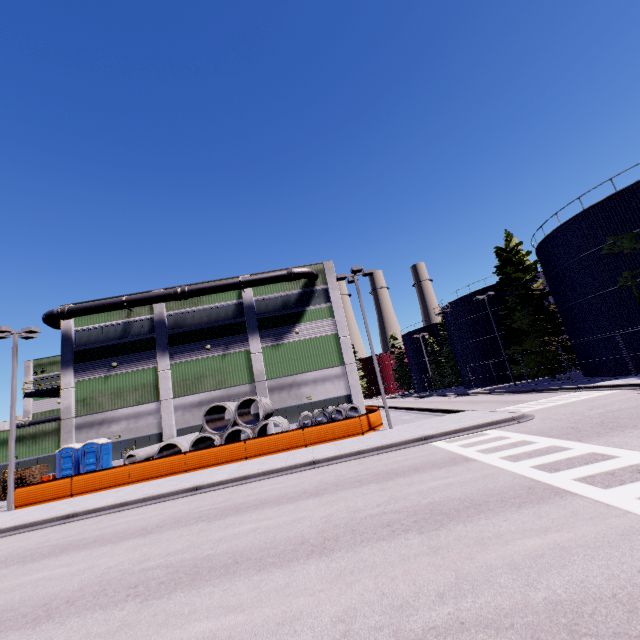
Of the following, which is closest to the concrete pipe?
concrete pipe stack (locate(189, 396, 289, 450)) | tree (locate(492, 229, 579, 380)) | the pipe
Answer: concrete pipe stack (locate(189, 396, 289, 450))

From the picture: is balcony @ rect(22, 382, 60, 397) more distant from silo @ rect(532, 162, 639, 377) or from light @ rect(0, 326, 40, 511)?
silo @ rect(532, 162, 639, 377)

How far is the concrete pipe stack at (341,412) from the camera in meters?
21.7

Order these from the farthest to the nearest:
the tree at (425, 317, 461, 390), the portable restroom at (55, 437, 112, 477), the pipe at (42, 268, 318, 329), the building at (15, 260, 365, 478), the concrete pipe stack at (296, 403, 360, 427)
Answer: the tree at (425, 317, 461, 390) → the pipe at (42, 268, 318, 329) → the building at (15, 260, 365, 478) → the portable restroom at (55, 437, 112, 477) → the concrete pipe stack at (296, 403, 360, 427)

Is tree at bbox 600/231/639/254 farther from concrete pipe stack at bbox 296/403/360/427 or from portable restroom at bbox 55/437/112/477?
portable restroom at bbox 55/437/112/477

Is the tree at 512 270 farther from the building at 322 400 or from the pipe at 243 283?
the pipe at 243 283

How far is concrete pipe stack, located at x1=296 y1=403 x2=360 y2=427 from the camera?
21.7m

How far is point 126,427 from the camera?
26.6m
